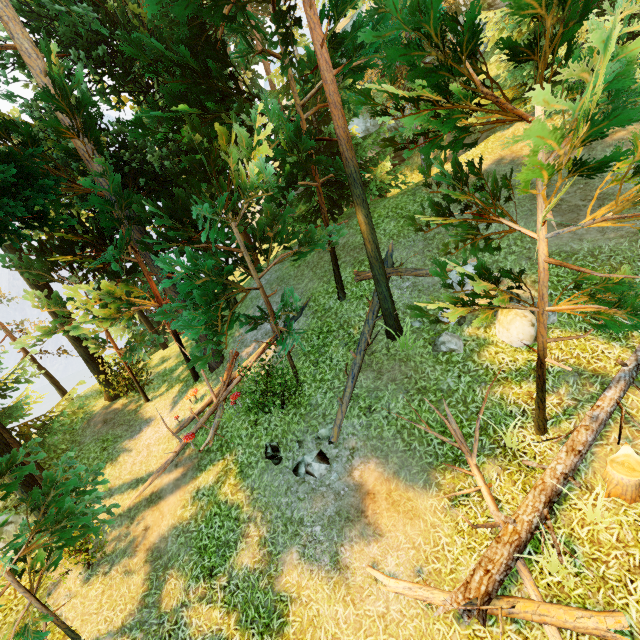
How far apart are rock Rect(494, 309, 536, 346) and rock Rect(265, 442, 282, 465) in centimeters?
651cm

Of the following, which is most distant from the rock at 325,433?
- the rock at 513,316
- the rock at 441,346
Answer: the rock at 513,316

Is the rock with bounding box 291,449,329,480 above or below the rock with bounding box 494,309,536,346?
below

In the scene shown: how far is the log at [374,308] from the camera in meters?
8.6 m

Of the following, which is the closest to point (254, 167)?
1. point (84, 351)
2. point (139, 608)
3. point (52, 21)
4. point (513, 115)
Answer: point (513, 115)

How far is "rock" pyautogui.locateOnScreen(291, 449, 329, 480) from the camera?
7.92m

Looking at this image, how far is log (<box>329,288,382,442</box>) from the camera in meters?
8.6

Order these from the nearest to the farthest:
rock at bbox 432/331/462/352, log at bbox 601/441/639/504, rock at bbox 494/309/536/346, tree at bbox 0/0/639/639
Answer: tree at bbox 0/0/639/639 → log at bbox 601/441/639/504 → rock at bbox 494/309/536/346 → rock at bbox 432/331/462/352
